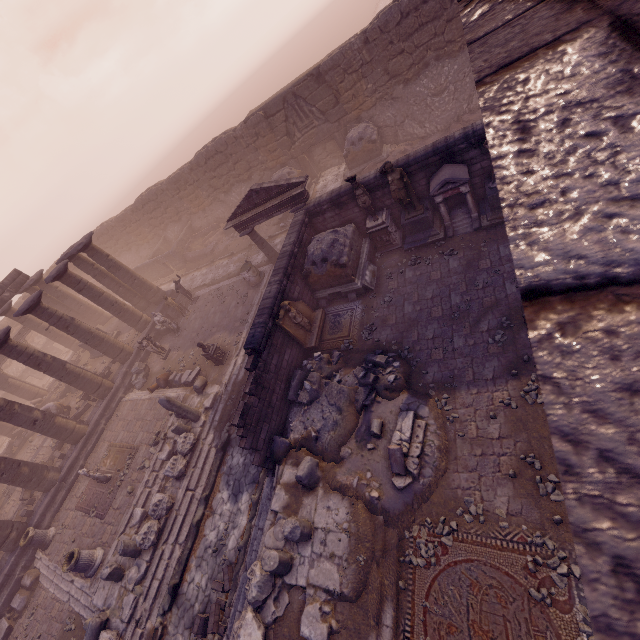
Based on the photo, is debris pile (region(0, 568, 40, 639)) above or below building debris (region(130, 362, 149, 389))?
below

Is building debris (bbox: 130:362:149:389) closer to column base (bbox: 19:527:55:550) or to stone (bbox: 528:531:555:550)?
column base (bbox: 19:527:55:550)

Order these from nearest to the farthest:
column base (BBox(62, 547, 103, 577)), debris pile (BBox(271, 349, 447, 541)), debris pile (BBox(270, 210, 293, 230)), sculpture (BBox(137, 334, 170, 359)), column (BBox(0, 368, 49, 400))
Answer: debris pile (BBox(271, 349, 447, 541)), column base (BBox(62, 547, 103, 577)), sculpture (BBox(137, 334, 170, 359)), debris pile (BBox(270, 210, 293, 230)), column (BBox(0, 368, 49, 400))

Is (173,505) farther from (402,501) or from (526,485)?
(526,485)

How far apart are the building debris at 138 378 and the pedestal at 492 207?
17.82m

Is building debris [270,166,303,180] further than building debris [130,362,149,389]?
Yes

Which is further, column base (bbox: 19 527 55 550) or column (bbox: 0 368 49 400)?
column (bbox: 0 368 49 400)

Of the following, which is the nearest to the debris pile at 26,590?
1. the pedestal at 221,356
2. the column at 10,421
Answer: the column at 10,421
